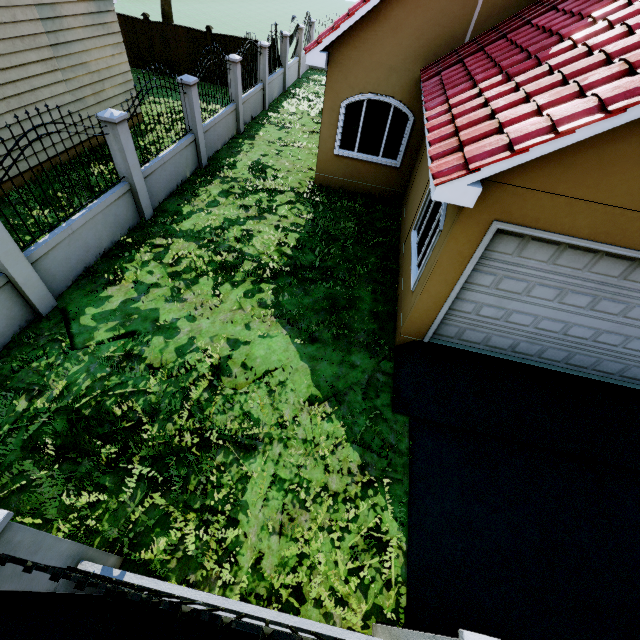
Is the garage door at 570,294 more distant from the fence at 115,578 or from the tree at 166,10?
the tree at 166,10

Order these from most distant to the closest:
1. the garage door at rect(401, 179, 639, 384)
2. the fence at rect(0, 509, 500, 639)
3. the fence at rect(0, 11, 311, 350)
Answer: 1. the fence at rect(0, 11, 311, 350)
2. the garage door at rect(401, 179, 639, 384)
3. the fence at rect(0, 509, 500, 639)

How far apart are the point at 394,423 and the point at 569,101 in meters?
4.7

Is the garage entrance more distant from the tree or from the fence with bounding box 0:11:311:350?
the tree

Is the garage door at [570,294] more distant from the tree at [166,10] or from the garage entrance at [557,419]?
the tree at [166,10]

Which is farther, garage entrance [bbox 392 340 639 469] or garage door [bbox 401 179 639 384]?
garage entrance [bbox 392 340 639 469]

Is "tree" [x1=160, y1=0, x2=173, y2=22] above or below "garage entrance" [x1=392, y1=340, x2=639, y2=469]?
above
